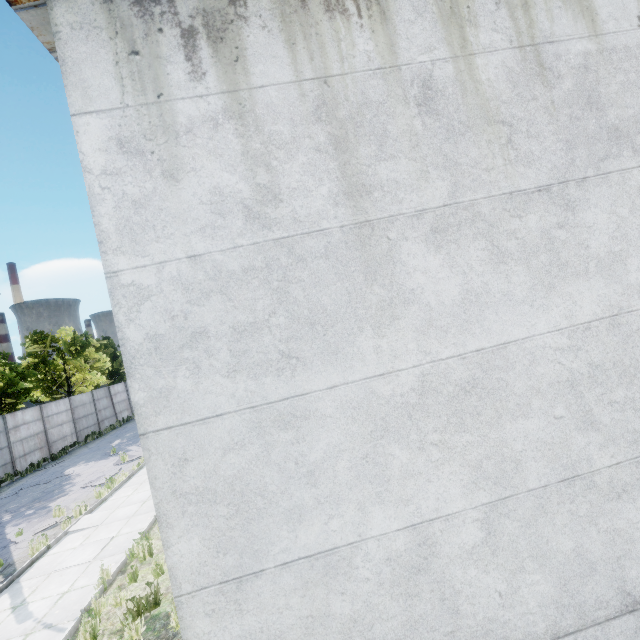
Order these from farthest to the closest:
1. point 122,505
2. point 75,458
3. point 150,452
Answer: point 75,458
point 122,505
point 150,452
